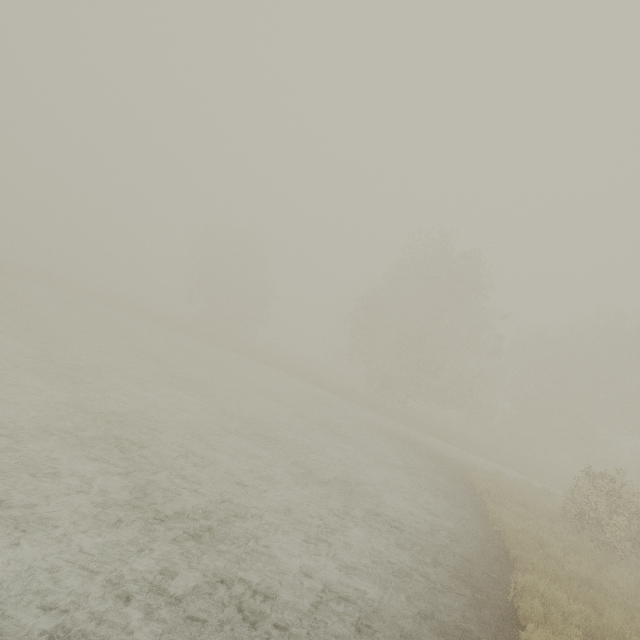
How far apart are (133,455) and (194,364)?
15.6m
